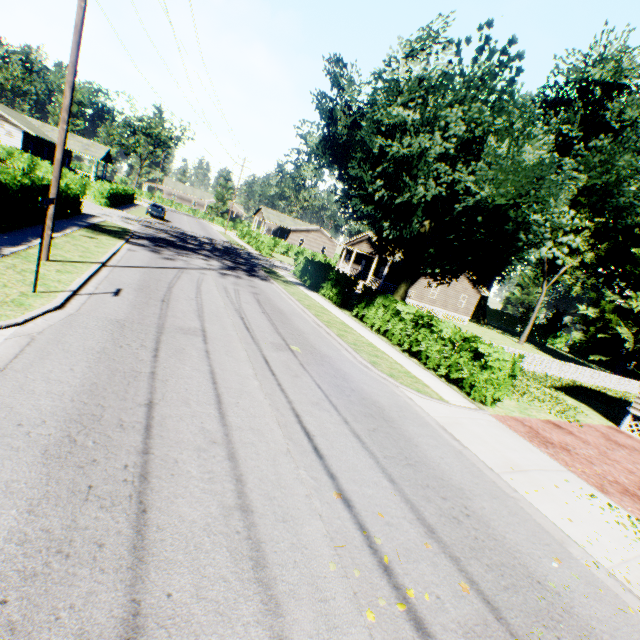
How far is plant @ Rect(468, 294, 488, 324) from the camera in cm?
5409

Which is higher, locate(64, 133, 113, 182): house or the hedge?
locate(64, 133, 113, 182): house

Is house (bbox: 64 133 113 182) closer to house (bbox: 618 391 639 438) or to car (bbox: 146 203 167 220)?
car (bbox: 146 203 167 220)

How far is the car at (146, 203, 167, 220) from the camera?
36.5m

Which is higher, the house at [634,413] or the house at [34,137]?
the house at [34,137]

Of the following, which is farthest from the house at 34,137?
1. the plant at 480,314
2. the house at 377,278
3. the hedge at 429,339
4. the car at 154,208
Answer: the plant at 480,314

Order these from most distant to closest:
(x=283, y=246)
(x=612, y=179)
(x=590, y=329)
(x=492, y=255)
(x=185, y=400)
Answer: (x=283, y=246) → (x=612, y=179) → (x=590, y=329) → (x=492, y=255) → (x=185, y=400)

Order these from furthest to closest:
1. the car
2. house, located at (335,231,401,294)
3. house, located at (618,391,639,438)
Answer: the car < house, located at (335,231,401,294) < house, located at (618,391,639,438)
